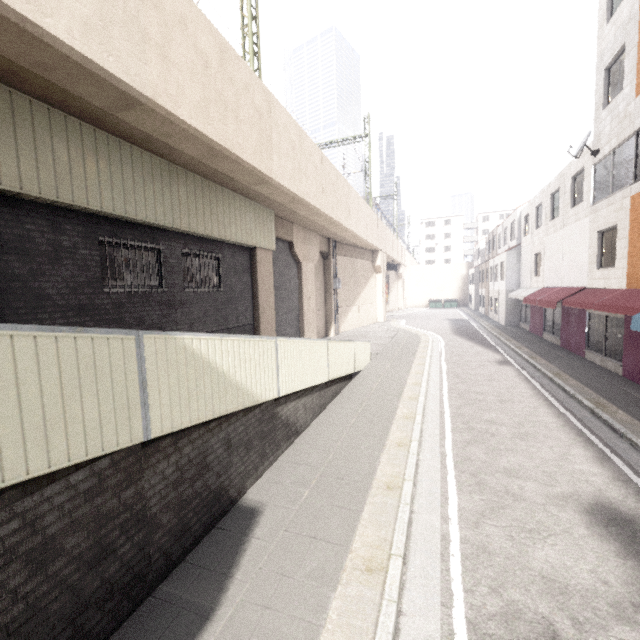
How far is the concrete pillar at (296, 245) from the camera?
17.1 meters

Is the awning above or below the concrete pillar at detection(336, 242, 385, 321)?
below

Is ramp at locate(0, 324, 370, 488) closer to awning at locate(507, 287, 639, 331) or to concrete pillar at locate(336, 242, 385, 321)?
concrete pillar at locate(336, 242, 385, 321)

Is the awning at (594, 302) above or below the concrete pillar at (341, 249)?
below

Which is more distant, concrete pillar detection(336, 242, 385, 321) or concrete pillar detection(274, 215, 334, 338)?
concrete pillar detection(336, 242, 385, 321)

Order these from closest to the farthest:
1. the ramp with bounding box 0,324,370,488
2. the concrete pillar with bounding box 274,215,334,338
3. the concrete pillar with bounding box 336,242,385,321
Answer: the ramp with bounding box 0,324,370,488 < the concrete pillar with bounding box 274,215,334,338 < the concrete pillar with bounding box 336,242,385,321

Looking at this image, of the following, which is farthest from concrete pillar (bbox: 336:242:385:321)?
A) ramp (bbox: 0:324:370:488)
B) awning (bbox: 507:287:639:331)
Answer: awning (bbox: 507:287:639:331)

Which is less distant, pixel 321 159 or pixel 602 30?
pixel 602 30
